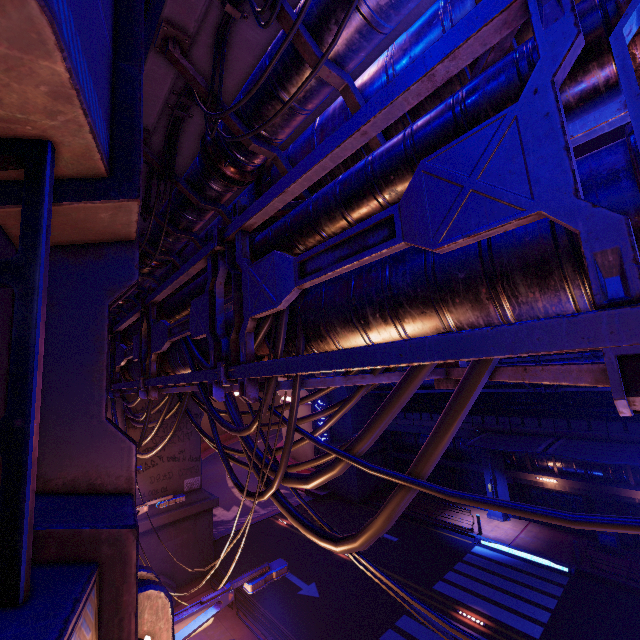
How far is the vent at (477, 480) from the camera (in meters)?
23.91

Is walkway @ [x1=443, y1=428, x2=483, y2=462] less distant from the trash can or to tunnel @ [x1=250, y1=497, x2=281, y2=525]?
the trash can

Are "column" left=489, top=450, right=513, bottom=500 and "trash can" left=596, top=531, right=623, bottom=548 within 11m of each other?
yes

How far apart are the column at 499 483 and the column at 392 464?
7.9m

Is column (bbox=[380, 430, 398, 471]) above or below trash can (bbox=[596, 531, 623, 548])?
above

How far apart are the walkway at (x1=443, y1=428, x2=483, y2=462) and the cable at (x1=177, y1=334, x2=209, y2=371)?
21.1m

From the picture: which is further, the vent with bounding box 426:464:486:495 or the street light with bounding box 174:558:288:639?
the vent with bounding box 426:464:486:495

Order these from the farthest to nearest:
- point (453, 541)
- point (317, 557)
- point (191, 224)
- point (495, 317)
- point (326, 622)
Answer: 1. point (453, 541)
2. point (317, 557)
3. point (326, 622)
4. point (191, 224)
5. point (495, 317)
